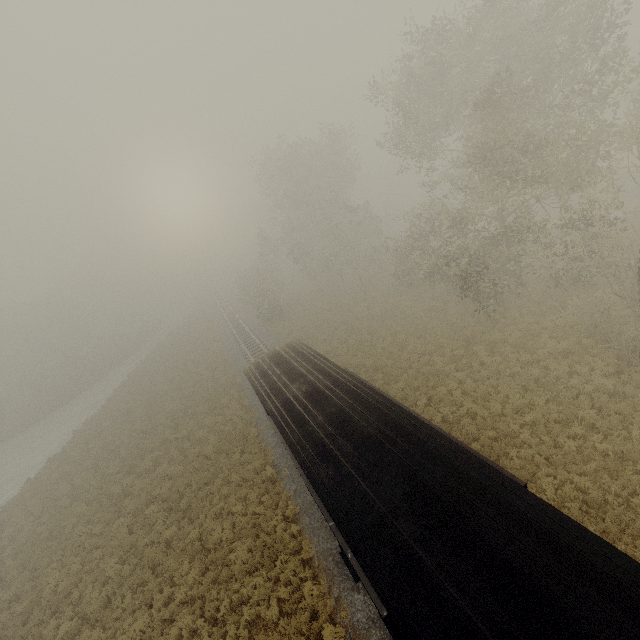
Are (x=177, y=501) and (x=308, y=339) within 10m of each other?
no
